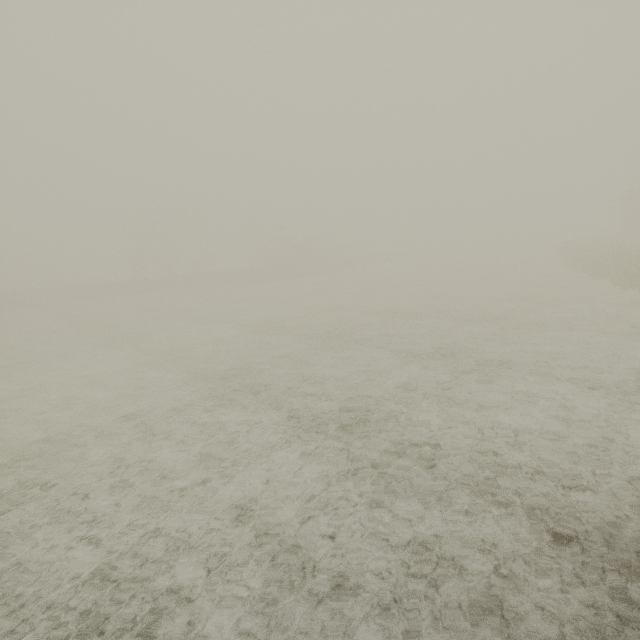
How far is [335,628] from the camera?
3.4 meters
